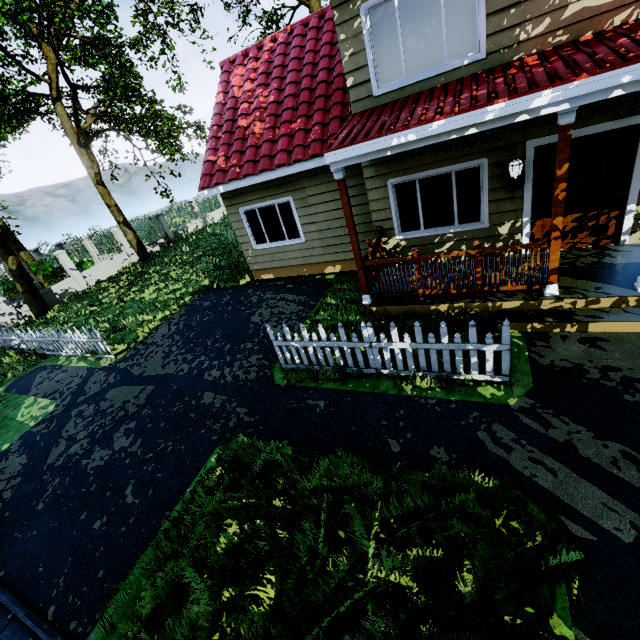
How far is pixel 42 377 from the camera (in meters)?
9.66

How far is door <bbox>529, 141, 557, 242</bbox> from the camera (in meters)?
5.96

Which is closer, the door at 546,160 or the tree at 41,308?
the door at 546,160

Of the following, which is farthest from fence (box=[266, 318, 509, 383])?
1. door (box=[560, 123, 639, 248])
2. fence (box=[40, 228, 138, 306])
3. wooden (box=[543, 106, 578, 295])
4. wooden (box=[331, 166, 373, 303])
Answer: fence (box=[40, 228, 138, 306])

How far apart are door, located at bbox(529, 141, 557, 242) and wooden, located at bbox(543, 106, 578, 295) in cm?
171

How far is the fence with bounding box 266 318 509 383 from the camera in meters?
4.6 m

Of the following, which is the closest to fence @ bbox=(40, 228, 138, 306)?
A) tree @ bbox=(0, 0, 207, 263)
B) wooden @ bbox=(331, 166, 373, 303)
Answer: tree @ bbox=(0, 0, 207, 263)

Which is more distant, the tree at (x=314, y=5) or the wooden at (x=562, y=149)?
the tree at (x=314, y=5)
